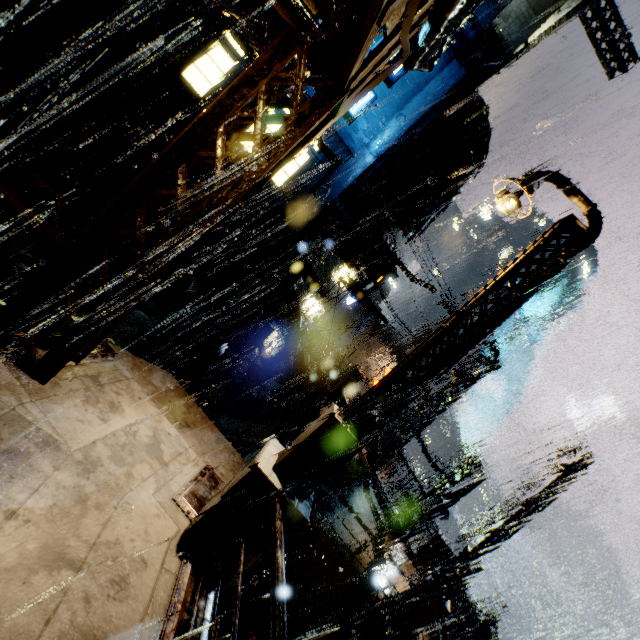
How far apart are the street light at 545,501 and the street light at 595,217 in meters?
7.4 m

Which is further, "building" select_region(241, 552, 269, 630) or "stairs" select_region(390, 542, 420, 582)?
"stairs" select_region(390, 542, 420, 582)

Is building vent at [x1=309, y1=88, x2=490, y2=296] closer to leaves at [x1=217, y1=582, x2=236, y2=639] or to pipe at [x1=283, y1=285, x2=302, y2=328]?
pipe at [x1=283, y1=285, x2=302, y2=328]

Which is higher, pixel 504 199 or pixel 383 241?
pixel 383 241

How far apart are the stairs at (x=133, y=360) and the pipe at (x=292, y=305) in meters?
9.7 m

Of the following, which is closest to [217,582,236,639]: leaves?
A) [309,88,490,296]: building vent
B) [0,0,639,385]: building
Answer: [0,0,639,385]: building

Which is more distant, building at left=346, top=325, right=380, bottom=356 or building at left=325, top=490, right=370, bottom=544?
building at left=346, top=325, right=380, bottom=356

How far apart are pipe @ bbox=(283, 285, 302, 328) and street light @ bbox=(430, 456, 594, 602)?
11.7m
